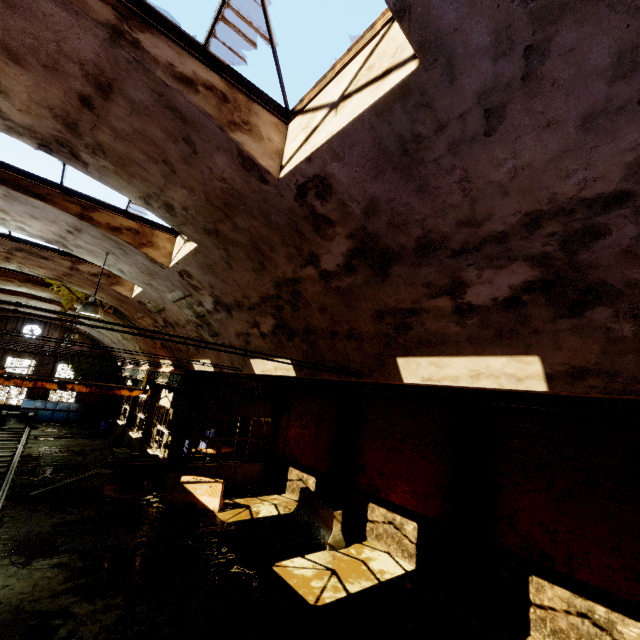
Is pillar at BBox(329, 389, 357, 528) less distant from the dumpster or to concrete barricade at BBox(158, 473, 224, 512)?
concrete barricade at BBox(158, 473, 224, 512)

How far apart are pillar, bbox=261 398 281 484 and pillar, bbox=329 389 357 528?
4.6m

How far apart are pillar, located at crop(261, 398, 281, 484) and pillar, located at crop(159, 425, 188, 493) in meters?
4.2 m

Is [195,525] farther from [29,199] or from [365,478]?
[29,199]

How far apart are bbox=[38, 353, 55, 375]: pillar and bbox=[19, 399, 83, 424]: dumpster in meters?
0.0

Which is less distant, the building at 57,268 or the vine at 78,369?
the building at 57,268

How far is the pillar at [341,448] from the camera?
12.0 meters

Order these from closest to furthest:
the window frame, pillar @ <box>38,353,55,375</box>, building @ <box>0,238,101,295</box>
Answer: the window frame < building @ <box>0,238,101,295</box> < pillar @ <box>38,353,55,375</box>
